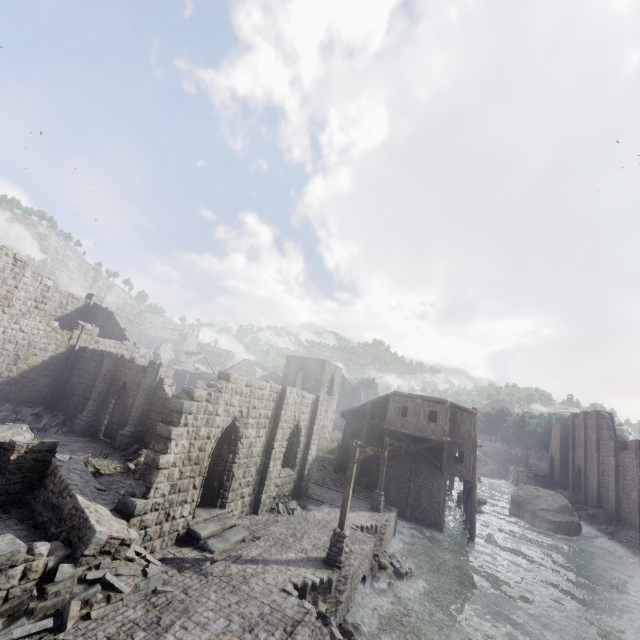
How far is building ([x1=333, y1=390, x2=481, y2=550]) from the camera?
25.6 meters

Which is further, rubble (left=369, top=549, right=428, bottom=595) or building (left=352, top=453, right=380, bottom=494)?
building (left=352, top=453, right=380, bottom=494)

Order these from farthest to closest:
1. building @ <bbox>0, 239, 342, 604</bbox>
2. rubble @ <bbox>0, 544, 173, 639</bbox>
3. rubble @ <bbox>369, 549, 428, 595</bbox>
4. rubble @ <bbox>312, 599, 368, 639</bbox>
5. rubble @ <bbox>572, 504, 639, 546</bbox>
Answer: rubble @ <bbox>572, 504, 639, 546</bbox>, rubble @ <bbox>369, 549, 428, 595</bbox>, rubble @ <bbox>312, 599, 368, 639</bbox>, building @ <bbox>0, 239, 342, 604</bbox>, rubble @ <bbox>0, 544, 173, 639</bbox>

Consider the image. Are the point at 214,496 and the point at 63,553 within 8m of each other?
yes

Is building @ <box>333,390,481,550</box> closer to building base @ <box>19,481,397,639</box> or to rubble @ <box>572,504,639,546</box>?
rubble @ <box>572,504,639,546</box>

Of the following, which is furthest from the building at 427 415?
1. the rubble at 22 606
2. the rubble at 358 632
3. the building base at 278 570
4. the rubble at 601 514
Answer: the rubble at 358 632

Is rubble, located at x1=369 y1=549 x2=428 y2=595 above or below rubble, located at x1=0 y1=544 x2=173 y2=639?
below

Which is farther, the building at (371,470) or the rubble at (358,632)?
the building at (371,470)
